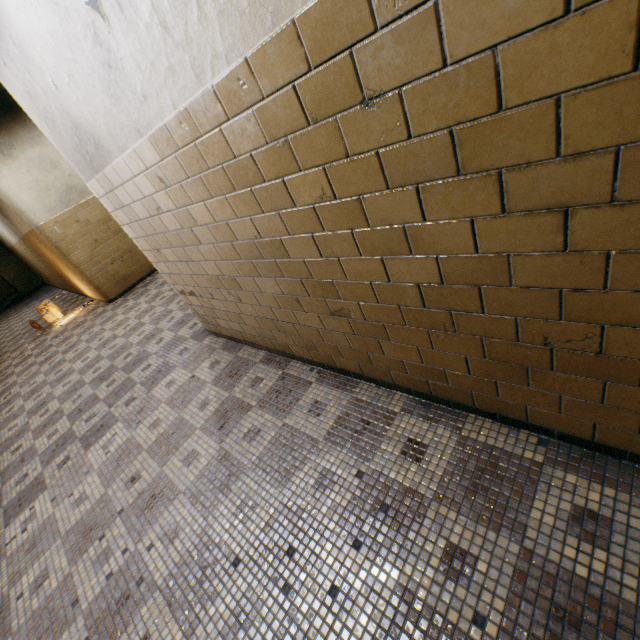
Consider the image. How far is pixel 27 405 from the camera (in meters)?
4.90

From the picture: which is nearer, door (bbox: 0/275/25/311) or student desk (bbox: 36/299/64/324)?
student desk (bbox: 36/299/64/324)

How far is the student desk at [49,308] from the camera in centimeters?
783cm

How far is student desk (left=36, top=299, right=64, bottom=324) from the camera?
7.8 meters

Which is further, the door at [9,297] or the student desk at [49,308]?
the door at [9,297]
